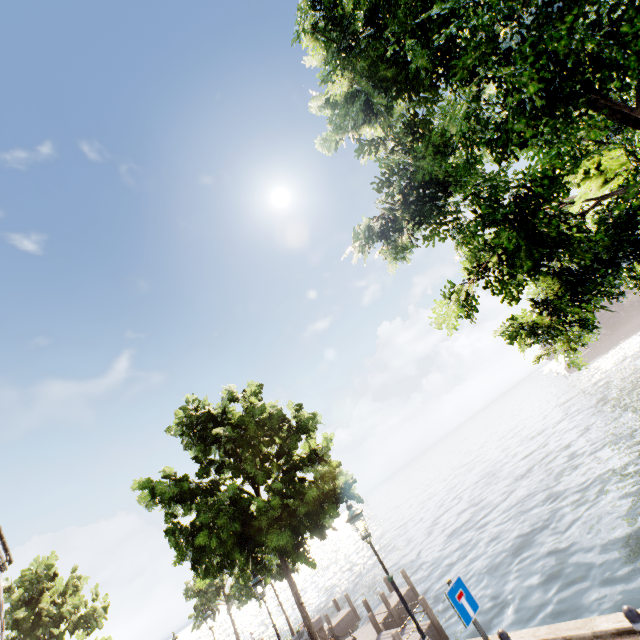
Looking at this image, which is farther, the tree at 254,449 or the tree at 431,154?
the tree at 254,449

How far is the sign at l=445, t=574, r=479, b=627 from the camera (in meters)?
5.03

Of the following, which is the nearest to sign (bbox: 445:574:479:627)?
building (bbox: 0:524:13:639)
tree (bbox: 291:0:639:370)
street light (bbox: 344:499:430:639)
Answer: street light (bbox: 344:499:430:639)

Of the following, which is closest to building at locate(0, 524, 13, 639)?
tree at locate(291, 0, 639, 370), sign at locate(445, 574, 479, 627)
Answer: tree at locate(291, 0, 639, 370)

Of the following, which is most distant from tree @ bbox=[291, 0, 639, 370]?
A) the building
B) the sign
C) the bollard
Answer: the building

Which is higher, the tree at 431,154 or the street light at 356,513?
the tree at 431,154

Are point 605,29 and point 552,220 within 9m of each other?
yes

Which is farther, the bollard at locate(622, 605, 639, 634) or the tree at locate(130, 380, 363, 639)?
the tree at locate(130, 380, 363, 639)
